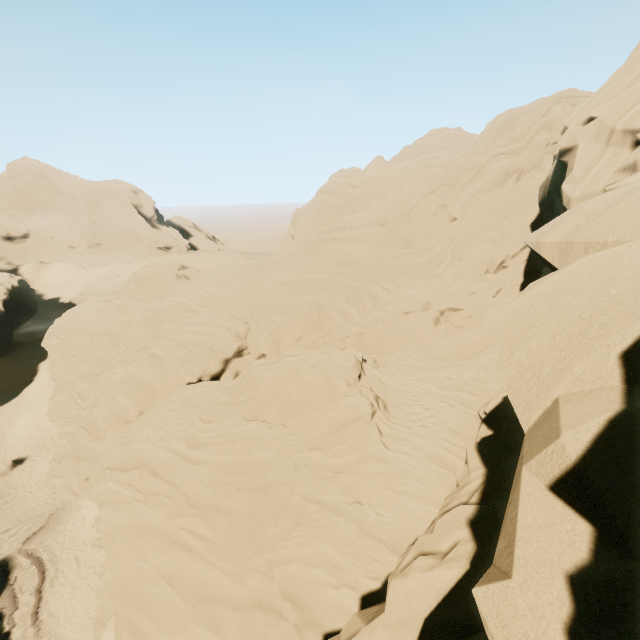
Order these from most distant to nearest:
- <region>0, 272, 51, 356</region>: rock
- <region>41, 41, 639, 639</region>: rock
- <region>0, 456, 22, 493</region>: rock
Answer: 1. <region>0, 272, 51, 356</region>: rock
2. <region>0, 456, 22, 493</region>: rock
3. <region>41, 41, 639, 639</region>: rock

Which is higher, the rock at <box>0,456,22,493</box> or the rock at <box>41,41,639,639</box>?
the rock at <box>41,41,639,639</box>

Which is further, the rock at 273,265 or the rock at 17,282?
the rock at 17,282

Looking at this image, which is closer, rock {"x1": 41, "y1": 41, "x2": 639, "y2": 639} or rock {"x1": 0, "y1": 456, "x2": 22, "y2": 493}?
rock {"x1": 41, "y1": 41, "x2": 639, "y2": 639}

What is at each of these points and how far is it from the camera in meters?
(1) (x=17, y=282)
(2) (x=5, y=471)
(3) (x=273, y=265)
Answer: (1) rock, 50.3 m
(2) rock, 29.5 m
(3) rock, 29.5 m

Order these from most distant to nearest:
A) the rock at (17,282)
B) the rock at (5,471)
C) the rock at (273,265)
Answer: the rock at (17,282), the rock at (5,471), the rock at (273,265)
